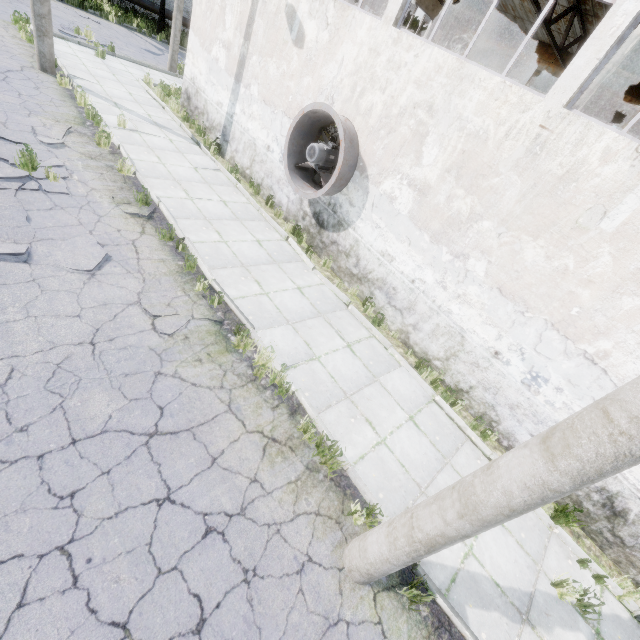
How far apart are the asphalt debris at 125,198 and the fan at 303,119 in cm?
377

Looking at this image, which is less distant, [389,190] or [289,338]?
[289,338]

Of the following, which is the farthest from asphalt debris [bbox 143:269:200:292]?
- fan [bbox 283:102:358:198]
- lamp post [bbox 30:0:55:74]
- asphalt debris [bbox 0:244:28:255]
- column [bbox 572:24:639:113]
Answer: lamp post [bbox 30:0:55:74]

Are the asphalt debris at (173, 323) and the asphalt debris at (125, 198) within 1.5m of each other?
no

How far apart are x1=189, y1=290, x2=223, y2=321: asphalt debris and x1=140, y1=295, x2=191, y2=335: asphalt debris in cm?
6

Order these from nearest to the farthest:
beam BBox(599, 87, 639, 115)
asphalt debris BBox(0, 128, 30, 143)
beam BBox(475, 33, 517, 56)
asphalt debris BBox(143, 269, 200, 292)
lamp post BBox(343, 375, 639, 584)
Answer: lamp post BBox(343, 375, 639, 584), asphalt debris BBox(143, 269, 200, 292), asphalt debris BBox(0, 128, 30, 143), beam BBox(599, 87, 639, 115), beam BBox(475, 33, 517, 56)

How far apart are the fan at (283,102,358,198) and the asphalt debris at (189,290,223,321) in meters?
3.7
